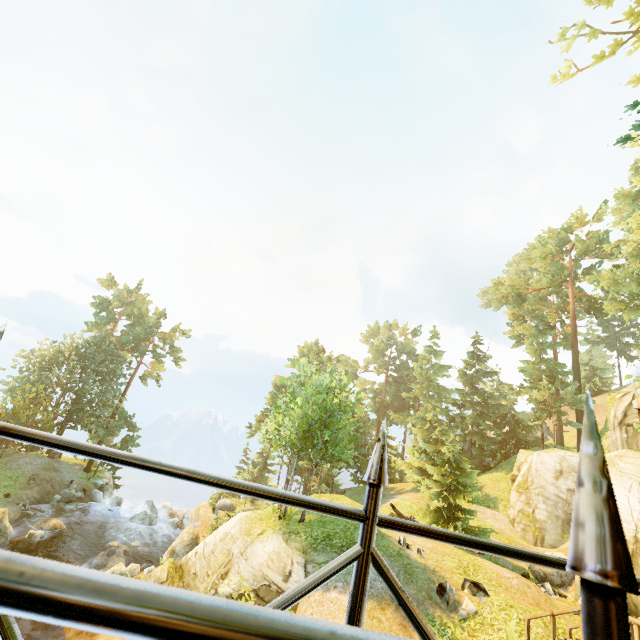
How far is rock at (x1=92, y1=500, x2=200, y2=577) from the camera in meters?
20.8 m

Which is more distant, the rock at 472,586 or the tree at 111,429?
the tree at 111,429

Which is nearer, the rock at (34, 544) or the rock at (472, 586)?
the rock at (472, 586)

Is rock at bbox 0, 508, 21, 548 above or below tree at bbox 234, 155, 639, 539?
below

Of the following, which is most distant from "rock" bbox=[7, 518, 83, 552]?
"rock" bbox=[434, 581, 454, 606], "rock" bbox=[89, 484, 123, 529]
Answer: "rock" bbox=[434, 581, 454, 606]

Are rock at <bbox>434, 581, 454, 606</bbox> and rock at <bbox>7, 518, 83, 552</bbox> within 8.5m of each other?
no

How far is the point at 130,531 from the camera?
28.7m

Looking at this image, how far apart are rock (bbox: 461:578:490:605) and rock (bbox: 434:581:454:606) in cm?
51
